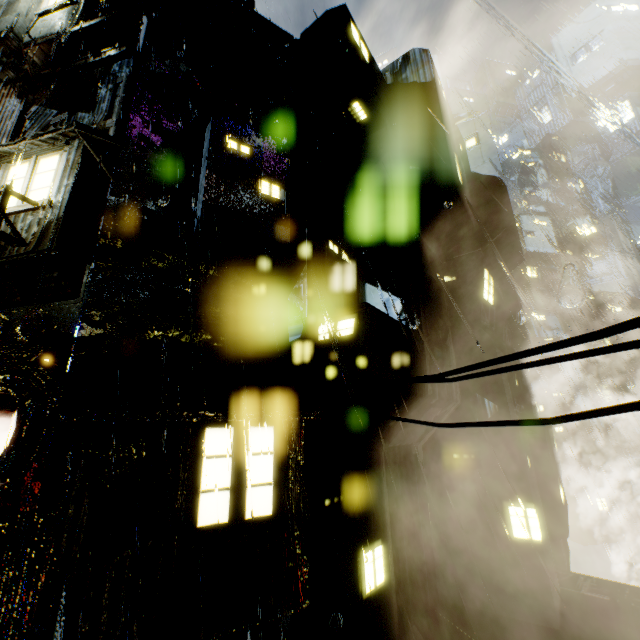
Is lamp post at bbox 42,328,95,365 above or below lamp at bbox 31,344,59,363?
above

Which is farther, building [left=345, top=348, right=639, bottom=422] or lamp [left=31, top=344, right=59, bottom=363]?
building [left=345, top=348, right=639, bottom=422]

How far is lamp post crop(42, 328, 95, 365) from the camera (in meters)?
7.40

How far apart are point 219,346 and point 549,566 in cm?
1716

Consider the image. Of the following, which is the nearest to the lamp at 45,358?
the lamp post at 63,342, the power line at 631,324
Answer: the lamp post at 63,342

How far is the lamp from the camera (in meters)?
6.95

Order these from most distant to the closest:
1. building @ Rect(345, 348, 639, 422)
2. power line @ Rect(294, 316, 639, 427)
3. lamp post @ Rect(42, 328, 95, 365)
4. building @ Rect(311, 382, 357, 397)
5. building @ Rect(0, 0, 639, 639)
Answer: building @ Rect(345, 348, 639, 422)
building @ Rect(311, 382, 357, 397)
lamp post @ Rect(42, 328, 95, 365)
building @ Rect(0, 0, 639, 639)
power line @ Rect(294, 316, 639, 427)

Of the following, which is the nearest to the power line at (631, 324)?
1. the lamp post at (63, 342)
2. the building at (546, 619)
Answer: the building at (546, 619)
